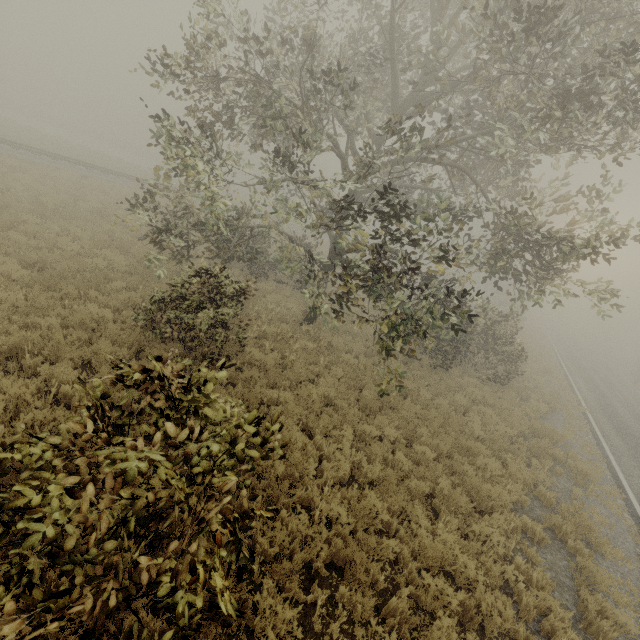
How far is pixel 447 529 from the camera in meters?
6.3
